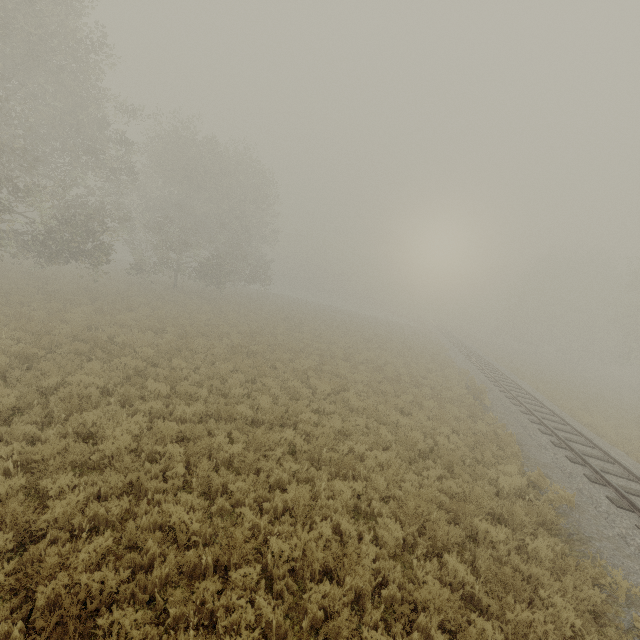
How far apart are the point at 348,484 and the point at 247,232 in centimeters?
2954cm
